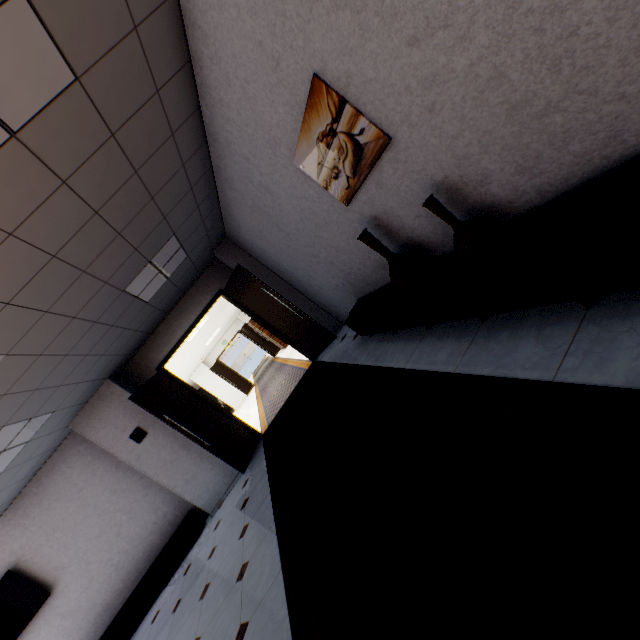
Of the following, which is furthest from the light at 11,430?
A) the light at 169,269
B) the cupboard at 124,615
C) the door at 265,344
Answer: the door at 265,344

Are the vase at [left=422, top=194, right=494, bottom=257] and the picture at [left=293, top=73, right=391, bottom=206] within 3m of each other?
yes

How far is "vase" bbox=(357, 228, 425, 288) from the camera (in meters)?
2.79

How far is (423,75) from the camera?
→ 1.6m

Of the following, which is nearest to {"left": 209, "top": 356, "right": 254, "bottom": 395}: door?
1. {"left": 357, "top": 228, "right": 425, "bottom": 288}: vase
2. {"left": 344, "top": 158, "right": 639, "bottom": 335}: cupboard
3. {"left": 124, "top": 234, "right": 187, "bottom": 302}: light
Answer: {"left": 124, "top": 234, "right": 187, "bottom": 302}: light

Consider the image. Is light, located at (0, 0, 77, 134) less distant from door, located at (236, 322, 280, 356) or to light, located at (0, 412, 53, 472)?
light, located at (0, 412, 53, 472)

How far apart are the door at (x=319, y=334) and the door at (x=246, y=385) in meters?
10.6

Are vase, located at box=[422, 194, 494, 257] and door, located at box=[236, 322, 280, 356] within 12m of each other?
no
